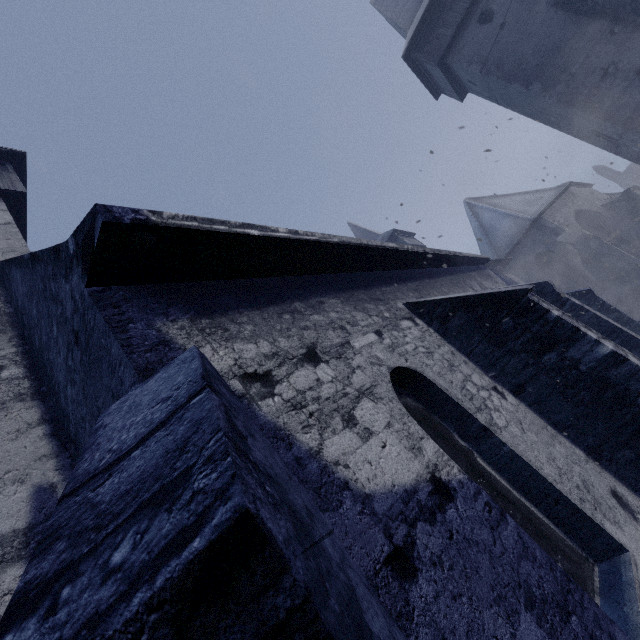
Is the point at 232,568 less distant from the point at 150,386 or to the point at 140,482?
the point at 140,482
